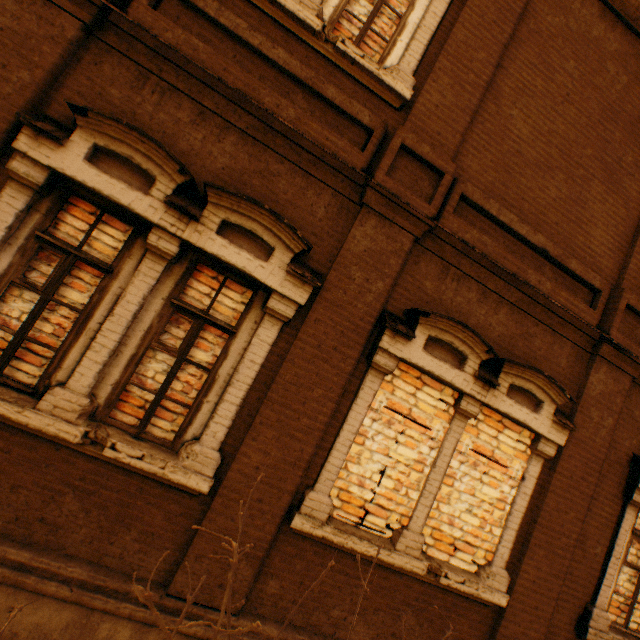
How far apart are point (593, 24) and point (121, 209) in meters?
7.3
